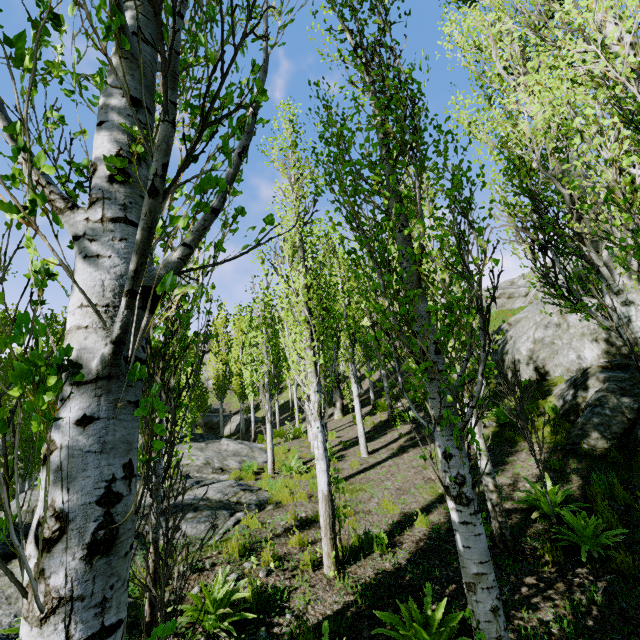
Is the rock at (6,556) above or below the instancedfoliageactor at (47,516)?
below

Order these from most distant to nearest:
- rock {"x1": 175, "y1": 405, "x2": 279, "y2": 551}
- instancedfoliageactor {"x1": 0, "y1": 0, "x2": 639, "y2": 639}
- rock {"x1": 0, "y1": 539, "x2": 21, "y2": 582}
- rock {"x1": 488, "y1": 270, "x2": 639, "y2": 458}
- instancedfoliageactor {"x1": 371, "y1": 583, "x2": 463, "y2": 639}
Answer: rock {"x1": 488, "y1": 270, "x2": 639, "y2": 458}, rock {"x1": 175, "y1": 405, "x2": 279, "y2": 551}, rock {"x1": 0, "y1": 539, "x2": 21, "y2": 582}, instancedfoliageactor {"x1": 371, "y1": 583, "x2": 463, "y2": 639}, instancedfoliageactor {"x1": 0, "y1": 0, "x2": 639, "y2": 639}

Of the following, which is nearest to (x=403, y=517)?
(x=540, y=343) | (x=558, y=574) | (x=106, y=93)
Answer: (x=558, y=574)

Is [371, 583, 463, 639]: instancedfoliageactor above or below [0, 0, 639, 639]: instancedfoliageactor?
below

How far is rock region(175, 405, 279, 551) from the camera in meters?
6.3 m

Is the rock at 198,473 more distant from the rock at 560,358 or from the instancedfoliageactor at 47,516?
the rock at 560,358

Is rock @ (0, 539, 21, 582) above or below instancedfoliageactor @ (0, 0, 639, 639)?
below

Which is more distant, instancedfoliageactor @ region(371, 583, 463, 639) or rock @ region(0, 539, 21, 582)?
rock @ region(0, 539, 21, 582)
